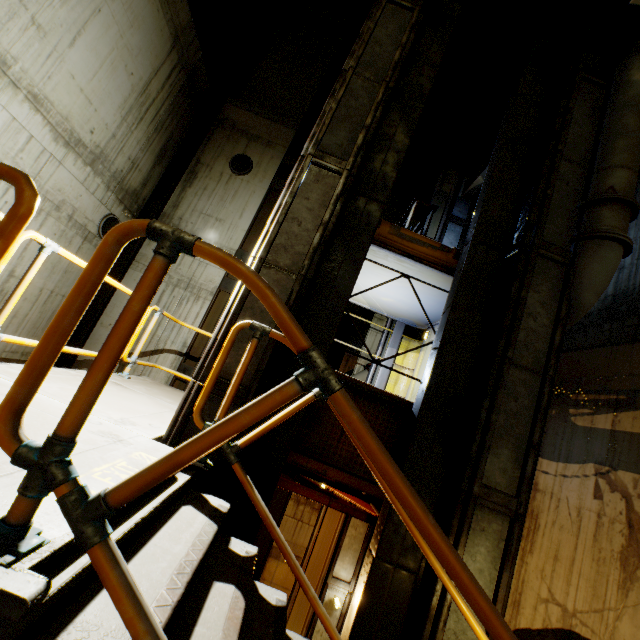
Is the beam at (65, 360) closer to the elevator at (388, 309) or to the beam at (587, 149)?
the elevator at (388, 309)

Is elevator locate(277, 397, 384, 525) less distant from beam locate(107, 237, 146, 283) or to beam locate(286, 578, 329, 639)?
beam locate(286, 578, 329, 639)

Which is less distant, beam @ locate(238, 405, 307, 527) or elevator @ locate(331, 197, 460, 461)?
beam @ locate(238, 405, 307, 527)

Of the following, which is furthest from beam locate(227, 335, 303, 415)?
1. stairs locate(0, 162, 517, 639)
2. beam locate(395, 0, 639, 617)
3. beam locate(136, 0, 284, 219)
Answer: beam locate(136, 0, 284, 219)

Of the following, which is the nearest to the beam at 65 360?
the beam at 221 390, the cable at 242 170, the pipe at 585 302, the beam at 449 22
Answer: the cable at 242 170

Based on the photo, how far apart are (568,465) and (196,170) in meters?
12.9

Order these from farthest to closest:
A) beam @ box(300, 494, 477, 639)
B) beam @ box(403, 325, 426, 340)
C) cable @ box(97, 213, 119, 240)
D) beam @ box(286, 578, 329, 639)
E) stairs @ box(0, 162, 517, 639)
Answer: cable @ box(97, 213, 119, 240)
beam @ box(403, 325, 426, 340)
beam @ box(286, 578, 329, 639)
beam @ box(300, 494, 477, 639)
stairs @ box(0, 162, 517, 639)

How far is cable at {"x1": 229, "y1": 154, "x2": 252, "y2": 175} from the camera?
11.2 meters
